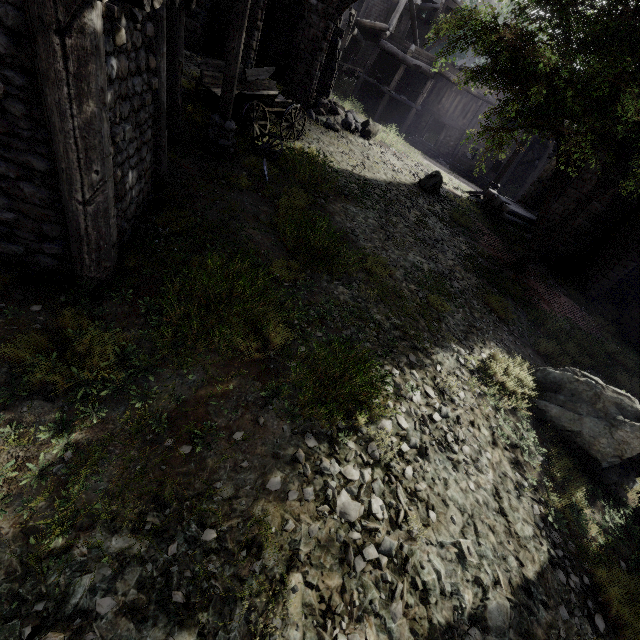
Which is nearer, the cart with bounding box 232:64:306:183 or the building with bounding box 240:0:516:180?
the cart with bounding box 232:64:306:183

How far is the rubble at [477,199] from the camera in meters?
18.3

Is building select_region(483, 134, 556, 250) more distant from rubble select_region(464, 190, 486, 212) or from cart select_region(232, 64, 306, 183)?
cart select_region(232, 64, 306, 183)

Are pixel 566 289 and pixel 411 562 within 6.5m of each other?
no

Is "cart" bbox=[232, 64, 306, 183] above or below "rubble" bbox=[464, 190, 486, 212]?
above

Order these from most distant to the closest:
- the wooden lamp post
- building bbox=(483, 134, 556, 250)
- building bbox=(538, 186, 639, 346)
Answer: building bbox=(483, 134, 556, 250) → building bbox=(538, 186, 639, 346) → the wooden lamp post

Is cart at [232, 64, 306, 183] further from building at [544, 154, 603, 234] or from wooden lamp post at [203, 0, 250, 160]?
building at [544, 154, 603, 234]

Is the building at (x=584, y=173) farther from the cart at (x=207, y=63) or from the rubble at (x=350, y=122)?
the cart at (x=207, y=63)
